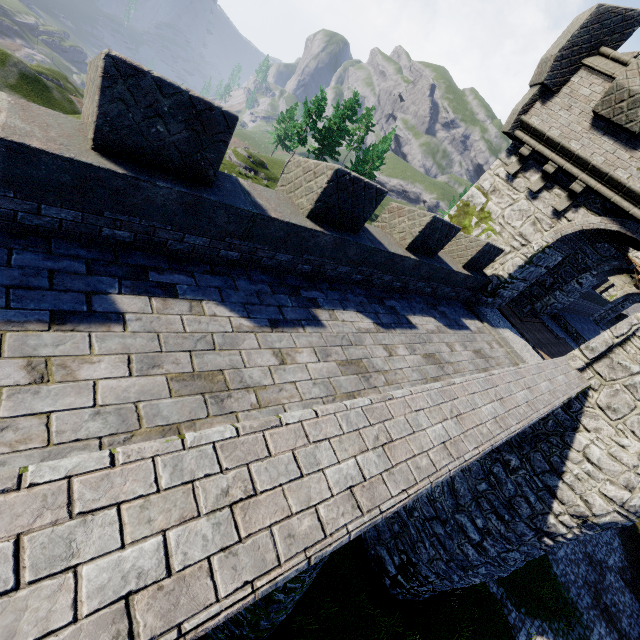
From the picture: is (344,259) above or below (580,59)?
below
